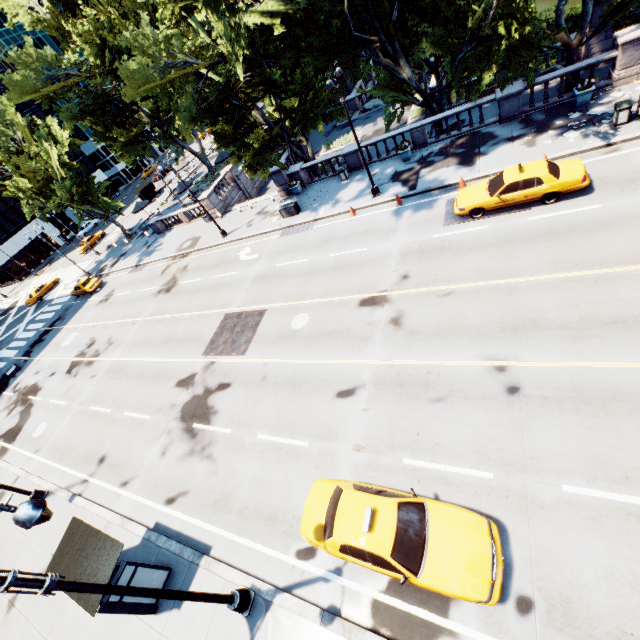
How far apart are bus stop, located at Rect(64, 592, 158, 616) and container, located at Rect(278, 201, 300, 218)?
21.6m

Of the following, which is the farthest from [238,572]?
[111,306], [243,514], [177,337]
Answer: [111,306]

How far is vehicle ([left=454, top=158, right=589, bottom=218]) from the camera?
13.70m

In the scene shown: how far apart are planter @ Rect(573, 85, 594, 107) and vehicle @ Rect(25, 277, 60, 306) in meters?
59.2

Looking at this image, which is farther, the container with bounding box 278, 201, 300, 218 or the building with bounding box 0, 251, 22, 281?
the building with bounding box 0, 251, 22, 281

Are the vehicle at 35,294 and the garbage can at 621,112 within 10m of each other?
no

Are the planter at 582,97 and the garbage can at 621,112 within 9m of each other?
yes

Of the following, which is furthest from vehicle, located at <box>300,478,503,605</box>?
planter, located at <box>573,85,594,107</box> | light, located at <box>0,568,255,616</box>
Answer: planter, located at <box>573,85,594,107</box>
